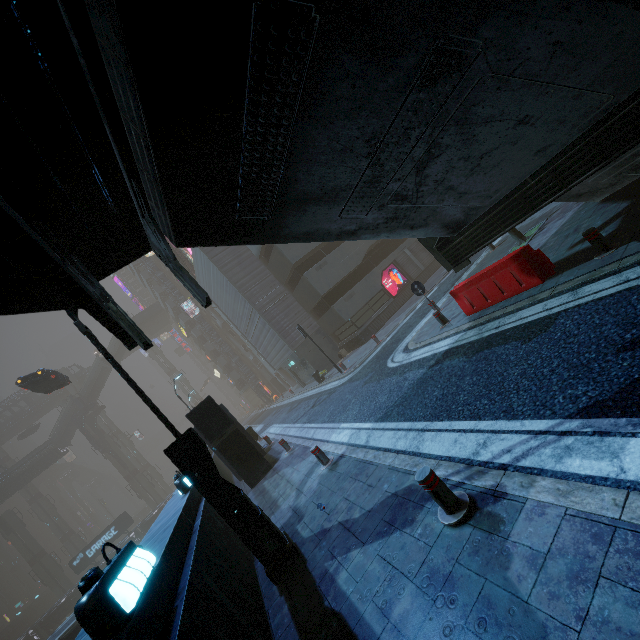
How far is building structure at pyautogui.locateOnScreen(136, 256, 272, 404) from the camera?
44.4m

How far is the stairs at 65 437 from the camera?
48.94m

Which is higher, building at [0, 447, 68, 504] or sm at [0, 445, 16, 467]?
sm at [0, 445, 16, 467]

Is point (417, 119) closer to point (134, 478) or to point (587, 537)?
point (587, 537)

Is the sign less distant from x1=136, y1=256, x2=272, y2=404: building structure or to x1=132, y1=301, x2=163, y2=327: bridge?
x1=136, y1=256, x2=272, y2=404: building structure

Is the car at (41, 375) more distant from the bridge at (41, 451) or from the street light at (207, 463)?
the bridge at (41, 451)

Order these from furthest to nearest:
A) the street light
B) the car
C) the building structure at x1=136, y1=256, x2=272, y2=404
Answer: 1. the building structure at x1=136, y1=256, x2=272, y2=404
2. the car
3. the street light

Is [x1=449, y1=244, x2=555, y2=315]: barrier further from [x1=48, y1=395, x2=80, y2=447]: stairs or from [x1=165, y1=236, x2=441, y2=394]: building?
[x1=48, y1=395, x2=80, y2=447]: stairs
